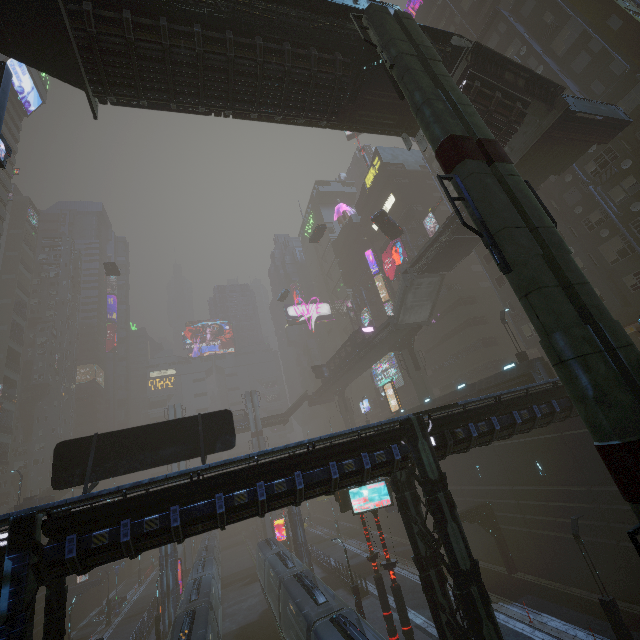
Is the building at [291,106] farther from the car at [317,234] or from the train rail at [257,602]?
the car at [317,234]

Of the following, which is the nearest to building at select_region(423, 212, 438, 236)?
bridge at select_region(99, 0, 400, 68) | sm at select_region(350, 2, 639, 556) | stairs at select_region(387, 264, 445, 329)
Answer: bridge at select_region(99, 0, 400, 68)

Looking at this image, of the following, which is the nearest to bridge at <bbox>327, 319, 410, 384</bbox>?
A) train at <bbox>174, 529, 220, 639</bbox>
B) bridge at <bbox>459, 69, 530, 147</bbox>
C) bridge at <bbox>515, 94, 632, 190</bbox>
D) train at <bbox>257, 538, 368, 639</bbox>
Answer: bridge at <bbox>515, 94, 632, 190</bbox>

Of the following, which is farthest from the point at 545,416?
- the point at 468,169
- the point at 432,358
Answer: the point at 432,358

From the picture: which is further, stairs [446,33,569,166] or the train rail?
the train rail

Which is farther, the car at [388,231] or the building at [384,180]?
the building at [384,180]

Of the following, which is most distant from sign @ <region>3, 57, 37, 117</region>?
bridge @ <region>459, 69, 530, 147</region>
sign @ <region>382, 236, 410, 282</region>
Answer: bridge @ <region>459, 69, 530, 147</region>

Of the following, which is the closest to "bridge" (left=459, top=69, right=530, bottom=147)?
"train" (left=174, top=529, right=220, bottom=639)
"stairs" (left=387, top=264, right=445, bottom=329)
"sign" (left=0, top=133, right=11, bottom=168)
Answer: "stairs" (left=387, top=264, right=445, bottom=329)
